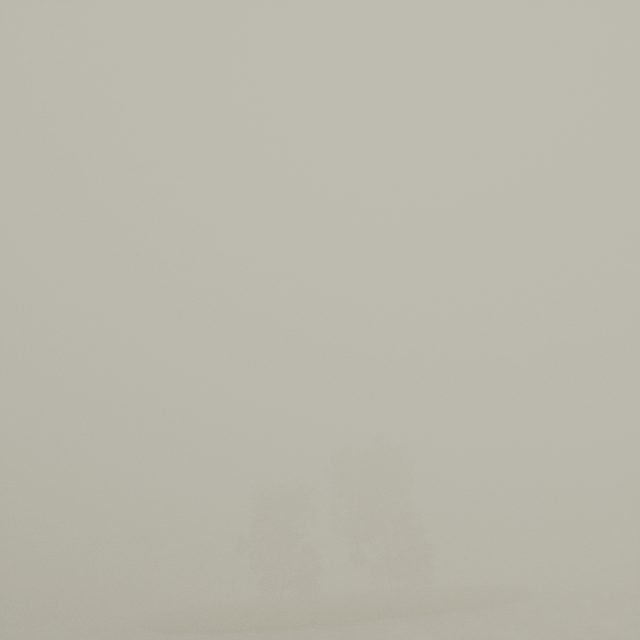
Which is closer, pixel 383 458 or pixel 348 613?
pixel 348 613
